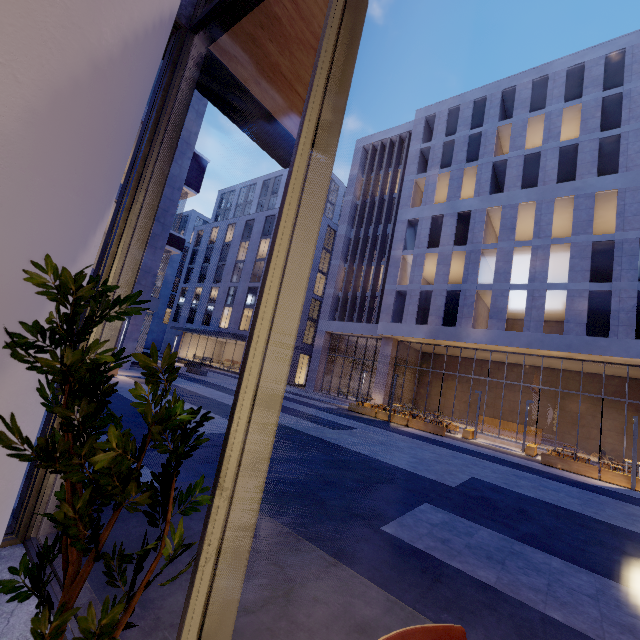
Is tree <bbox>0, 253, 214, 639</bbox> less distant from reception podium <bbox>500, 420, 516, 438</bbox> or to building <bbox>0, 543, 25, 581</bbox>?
building <bbox>0, 543, 25, 581</bbox>

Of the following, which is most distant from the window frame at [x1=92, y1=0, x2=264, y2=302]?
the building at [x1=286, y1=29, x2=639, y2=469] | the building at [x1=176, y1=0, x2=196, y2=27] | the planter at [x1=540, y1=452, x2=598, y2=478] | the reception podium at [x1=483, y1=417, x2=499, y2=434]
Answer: the reception podium at [x1=483, y1=417, x2=499, y2=434]

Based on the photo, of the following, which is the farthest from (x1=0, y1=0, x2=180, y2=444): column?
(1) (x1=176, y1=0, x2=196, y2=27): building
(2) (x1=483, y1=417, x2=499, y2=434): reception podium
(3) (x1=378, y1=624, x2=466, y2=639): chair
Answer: (2) (x1=483, y1=417, x2=499, y2=434): reception podium

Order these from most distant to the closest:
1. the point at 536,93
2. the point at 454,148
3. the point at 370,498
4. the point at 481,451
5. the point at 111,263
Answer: the point at 454,148 → the point at 536,93 → the point at 481,451 → the point at 370,498 → the point at 111,263

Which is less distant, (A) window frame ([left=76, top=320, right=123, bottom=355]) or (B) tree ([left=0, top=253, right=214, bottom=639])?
(B) tree ([left=0, top=253, right=214, bottom=639])

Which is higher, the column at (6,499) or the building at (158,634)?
the column at (6,499)

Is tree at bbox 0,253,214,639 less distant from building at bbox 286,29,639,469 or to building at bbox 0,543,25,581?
building at bbox 0,543,25,581

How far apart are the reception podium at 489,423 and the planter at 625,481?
9.14m
